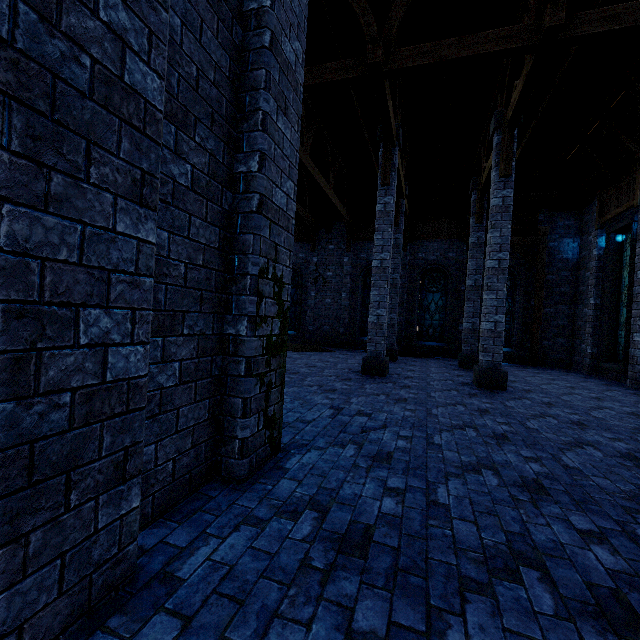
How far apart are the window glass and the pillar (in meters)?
7.19

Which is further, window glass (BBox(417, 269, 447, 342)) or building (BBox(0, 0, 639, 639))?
window glass (BBox(417, 269, 447, 342))

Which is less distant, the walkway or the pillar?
the pillar

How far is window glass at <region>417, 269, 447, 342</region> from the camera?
16.3m

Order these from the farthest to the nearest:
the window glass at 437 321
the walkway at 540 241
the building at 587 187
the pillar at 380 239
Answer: Result:
the window glass at 437 321
the walkway at 540 241
the pillar at 380 239
the building at 587 187

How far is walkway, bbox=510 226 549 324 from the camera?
14.3m

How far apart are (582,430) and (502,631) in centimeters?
487cm

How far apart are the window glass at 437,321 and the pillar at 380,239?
7.19m
